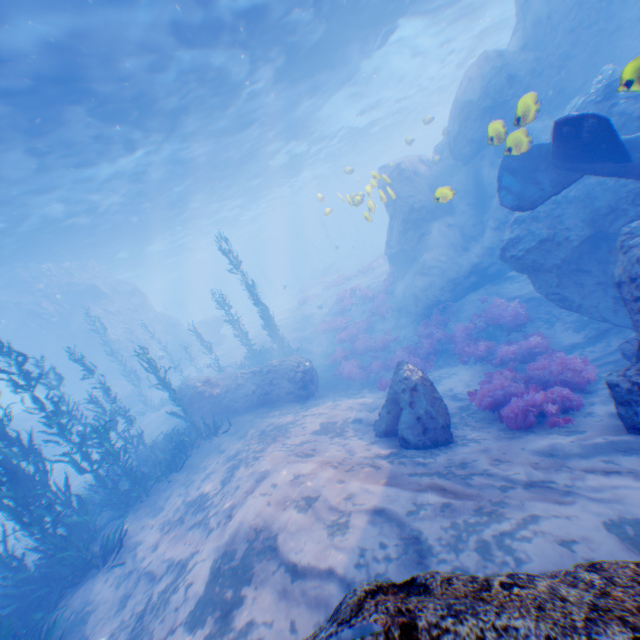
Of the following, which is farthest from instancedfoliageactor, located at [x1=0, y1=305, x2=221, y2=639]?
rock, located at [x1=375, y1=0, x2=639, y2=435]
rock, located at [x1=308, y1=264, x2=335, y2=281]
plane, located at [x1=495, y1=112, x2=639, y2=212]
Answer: rock, located at [x1=308, y1=264, x2=335, y2=281]

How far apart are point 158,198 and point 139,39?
14.55m

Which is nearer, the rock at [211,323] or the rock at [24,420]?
the rock at [24,420]

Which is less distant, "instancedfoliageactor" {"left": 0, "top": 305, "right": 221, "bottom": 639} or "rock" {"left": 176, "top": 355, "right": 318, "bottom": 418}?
"instancedfoliageactor" {"left": 0, "top": 305, "right": 221, "bottom": 639}

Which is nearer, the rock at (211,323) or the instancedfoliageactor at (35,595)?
the instancedfoliageactor at (35,595)

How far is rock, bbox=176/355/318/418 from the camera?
14.02m

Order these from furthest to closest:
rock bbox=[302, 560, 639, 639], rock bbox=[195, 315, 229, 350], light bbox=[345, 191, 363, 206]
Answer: rock bbox=[195, 315, 229, 350] < light bbox=[345, 191, 363, 206] < rock bbox=[302, 560, 639, 639]

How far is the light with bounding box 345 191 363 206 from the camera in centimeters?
1309cm
